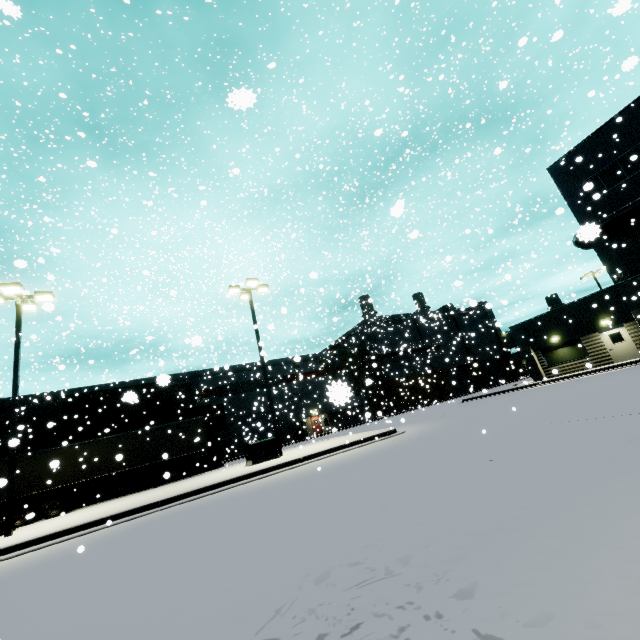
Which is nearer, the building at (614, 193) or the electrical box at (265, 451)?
the electrical box at (265, 451)

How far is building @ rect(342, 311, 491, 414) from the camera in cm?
4941

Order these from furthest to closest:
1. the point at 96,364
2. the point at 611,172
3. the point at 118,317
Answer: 1. the point at 118,317
2. the point at 96,364
3. the point at 611,172

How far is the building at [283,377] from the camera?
21.5m

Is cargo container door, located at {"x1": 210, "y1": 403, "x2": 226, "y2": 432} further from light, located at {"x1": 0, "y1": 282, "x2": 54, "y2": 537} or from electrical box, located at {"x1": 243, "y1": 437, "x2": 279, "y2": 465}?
light, located at {"x1": 0, "y1": 282, "x2": 54, "y2": 537}

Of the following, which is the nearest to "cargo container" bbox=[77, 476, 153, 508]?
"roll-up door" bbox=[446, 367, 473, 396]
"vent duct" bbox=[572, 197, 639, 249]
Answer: "vent duct" bbox=[572, 197, 639, 249]

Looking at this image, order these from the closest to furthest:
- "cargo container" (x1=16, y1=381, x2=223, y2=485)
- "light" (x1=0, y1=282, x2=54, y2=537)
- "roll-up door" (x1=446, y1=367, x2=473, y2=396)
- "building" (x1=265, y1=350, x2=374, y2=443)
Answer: "light" (x1=0, y1=282, x2=54, y2=537), "building" (x1=265, y1=350, x2=374, y2=443), "cargo container" (x1=16, y1=381, x2=223, y2=485), "roll-up door" (x1=446, y1=367, x2=473, y2=396)

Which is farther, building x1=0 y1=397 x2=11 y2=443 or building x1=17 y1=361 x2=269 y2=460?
building x1=17 y1=361 x2=269 y2=460
